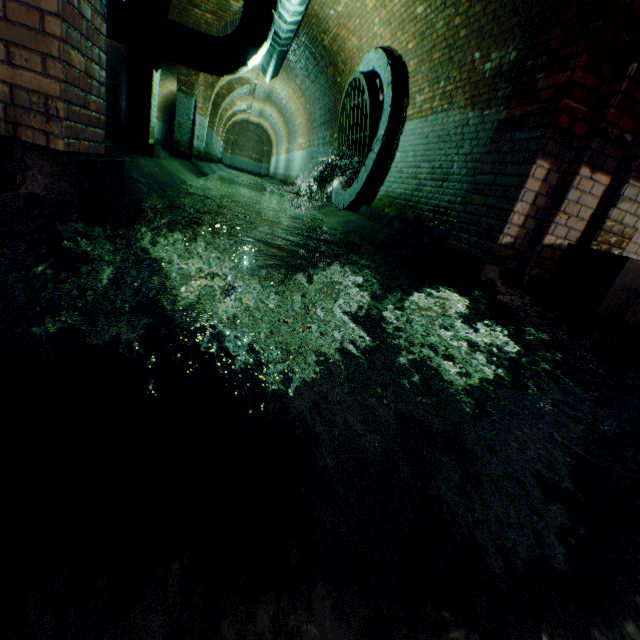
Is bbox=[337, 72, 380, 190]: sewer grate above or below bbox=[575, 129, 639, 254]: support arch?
above

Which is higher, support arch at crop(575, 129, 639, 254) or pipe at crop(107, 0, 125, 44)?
pipe at crop(107, 0, 125, 44)

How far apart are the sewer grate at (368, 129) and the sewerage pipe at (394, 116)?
0.01m

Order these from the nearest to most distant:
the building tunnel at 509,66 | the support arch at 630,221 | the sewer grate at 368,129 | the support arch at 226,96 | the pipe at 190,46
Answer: the support arch at 630,221 → the building tunnel at 509,66 → the pipe at 190,46 → the sewer grate at 368,129 → the support arch at 226,96

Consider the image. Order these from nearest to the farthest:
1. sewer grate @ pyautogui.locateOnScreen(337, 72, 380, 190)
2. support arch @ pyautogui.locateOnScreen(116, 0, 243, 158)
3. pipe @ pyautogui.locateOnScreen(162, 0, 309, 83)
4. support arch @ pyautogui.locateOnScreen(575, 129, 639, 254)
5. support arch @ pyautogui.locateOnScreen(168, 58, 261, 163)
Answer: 1. support arch @ pyautogui.locateOnScreen(575, 129, 639, 254)
2. support arch @ pyautogui.locateOnScreen(116, 0, 243, 158)
3. pipe @ pyautogui.locateOnScreen(162, 0, 309, 83)
4. sewer grate @ pyautogui.locateOnScreen(337, 72, 380, 190)
5. support arch @ pyautogui.locateOnScreen(168, 58, 261, 163)

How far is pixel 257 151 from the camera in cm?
3291

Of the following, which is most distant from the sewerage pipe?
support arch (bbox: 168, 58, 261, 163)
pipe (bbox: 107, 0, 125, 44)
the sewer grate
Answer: support arch (bbox: 168, 58, 261, 163)

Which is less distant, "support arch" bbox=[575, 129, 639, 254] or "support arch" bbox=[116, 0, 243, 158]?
"support arch" bbox=[575, 129, 639, 254]
